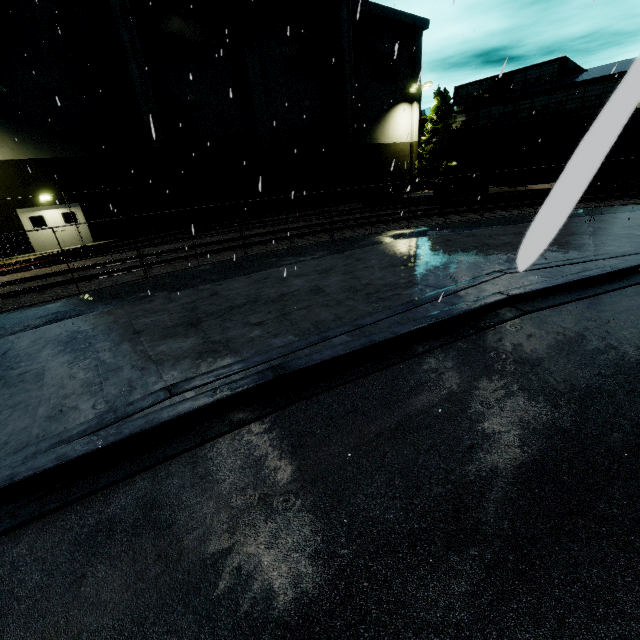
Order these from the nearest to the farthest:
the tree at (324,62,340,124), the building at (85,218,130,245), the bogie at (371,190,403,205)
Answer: the building at (85,218,130,245) < the bogie at (371,190,403,205) < the tree at (324,62,340,124)

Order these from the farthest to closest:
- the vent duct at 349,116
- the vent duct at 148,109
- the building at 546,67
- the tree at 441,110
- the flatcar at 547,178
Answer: the tree at 441,110 < the vent duct at 349,116 < the flatcar at 547,178 < the vent duct at 148,109 < the building at 546,67

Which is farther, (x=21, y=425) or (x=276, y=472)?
(x=21, y=425)

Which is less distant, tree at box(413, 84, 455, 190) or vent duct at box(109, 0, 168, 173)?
vent duct at box(109, 0, 168, 173)

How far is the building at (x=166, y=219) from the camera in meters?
22.9 m

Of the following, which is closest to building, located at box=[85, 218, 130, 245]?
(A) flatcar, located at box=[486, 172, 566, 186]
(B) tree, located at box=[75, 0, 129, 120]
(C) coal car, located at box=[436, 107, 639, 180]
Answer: (B) tree, located at box=[75, 0, 129, 120]

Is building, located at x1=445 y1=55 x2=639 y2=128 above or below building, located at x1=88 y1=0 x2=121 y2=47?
below
